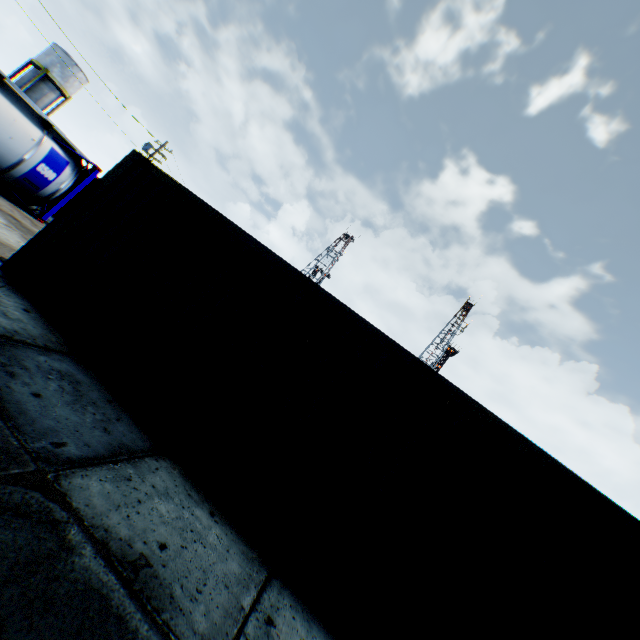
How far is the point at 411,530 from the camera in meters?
3.7 m

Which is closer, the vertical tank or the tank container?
the tank container

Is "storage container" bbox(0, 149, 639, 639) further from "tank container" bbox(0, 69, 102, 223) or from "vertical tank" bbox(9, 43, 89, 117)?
"vertical tank" bbox(9, 43, 89, 117)

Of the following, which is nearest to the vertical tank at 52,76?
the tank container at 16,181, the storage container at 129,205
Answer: the tank container at 16,181

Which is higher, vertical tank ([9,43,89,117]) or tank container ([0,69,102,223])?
vertical tank ([9,43,89,117])

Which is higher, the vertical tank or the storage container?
the vertical tank

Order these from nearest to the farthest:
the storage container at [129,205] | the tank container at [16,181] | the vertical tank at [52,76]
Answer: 1. the storage container at [129,205]
2. the tank container at [16,181]
3. the vertical tank at [52,76]
